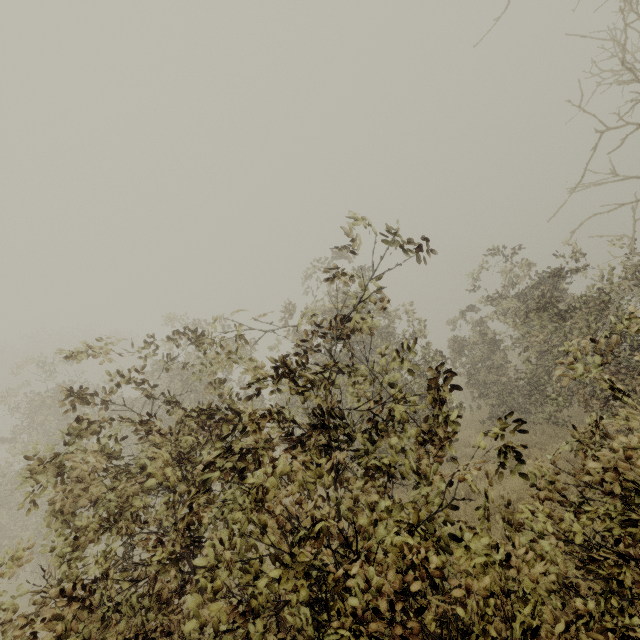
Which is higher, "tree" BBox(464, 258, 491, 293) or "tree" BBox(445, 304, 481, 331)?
"tree" BBox(464, 258, 491, 293)

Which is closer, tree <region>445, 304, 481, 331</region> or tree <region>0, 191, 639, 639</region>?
tree <region>0, 191, 639, 639</region>

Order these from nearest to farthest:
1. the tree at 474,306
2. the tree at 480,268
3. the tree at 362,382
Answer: the tree at 362,382
the tree at 480,268
the tree at 474,306

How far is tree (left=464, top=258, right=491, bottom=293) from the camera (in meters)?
8.65

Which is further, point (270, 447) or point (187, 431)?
point (187, 431)

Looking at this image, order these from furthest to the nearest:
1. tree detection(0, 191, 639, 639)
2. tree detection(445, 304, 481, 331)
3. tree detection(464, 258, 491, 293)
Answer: tree detection(445, 304, 481, 331), tree detection(464, 258, 491, 293), tree detection(0, 191, 639, 639)

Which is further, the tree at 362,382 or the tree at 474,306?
the tree at 474,306
